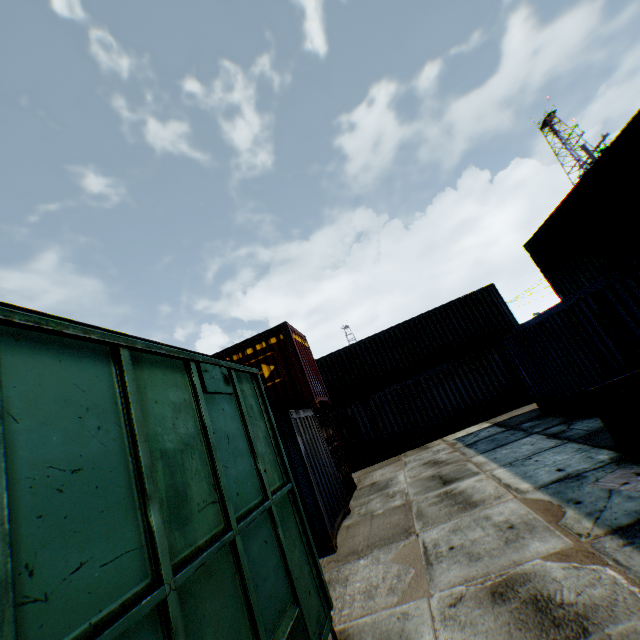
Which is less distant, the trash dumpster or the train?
the train

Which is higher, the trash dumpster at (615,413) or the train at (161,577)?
the train at (161,577)

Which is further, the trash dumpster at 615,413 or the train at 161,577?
the trash dumpster at 615,413

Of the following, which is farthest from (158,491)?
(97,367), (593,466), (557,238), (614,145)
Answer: (557,238)

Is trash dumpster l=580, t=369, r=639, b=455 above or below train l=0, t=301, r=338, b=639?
below
